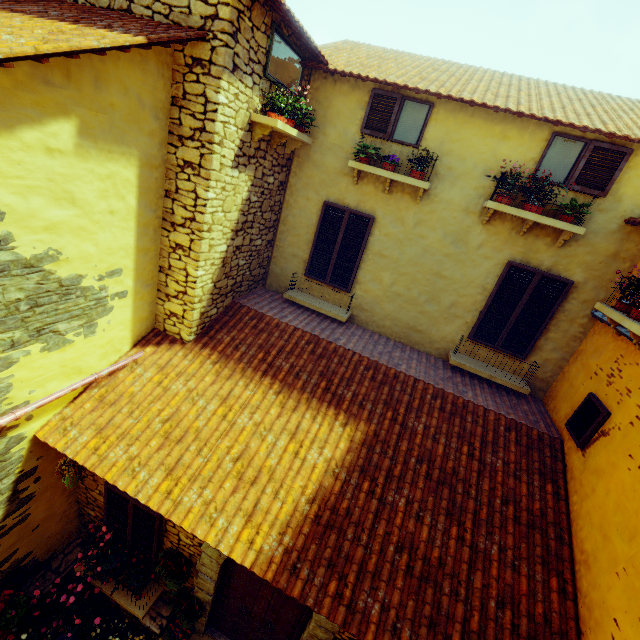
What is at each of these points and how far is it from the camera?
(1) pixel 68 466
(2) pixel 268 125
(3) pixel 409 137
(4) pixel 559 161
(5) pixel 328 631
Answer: (1) flower pot, 4.52m
(2) window sill, 5.01m
(3) window, 5.82m
(4) window, 5.22m
(5) stone doorway, 4.42m

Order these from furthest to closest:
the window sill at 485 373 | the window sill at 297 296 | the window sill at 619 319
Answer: the window sill at 297 296, the window sill at 485 373, the window sill at 619 319

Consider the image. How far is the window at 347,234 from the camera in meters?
6.5

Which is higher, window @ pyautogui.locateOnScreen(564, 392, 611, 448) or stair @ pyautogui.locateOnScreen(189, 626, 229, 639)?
window @ pyautogui.locateOnScreen(564, 392, 611, 448)

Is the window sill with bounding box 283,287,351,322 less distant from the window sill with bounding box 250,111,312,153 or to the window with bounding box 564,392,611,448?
the window sill with bounding box 250,111,312,153

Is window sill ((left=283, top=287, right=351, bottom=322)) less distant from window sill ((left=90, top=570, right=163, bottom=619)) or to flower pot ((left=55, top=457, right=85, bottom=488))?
flower pot ((left=55, top=457, right=85, bottom=488))

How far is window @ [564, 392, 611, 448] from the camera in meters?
4.6 m

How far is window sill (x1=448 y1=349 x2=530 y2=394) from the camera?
6.1 meters
